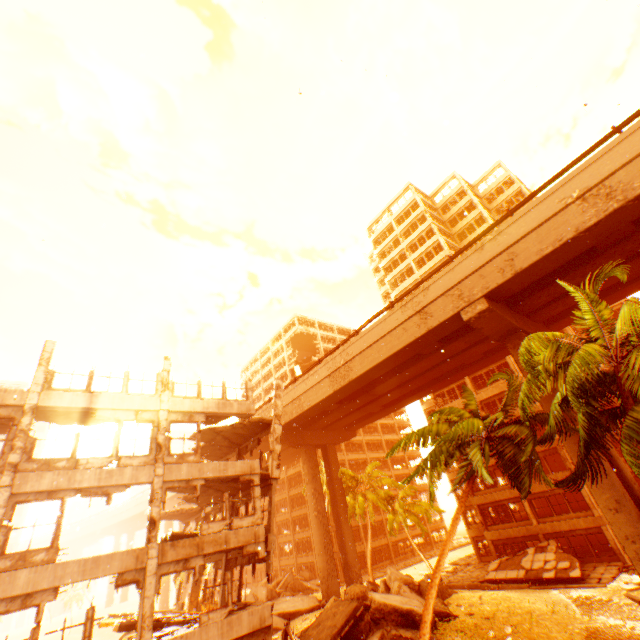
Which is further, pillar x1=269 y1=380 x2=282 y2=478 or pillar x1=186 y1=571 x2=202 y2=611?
pillar x1=186 y1=571 x2=202 y2=611

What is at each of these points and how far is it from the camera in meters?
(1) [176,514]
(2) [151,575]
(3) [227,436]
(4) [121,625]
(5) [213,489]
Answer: (1) floor rubble, 24.6 m
(2) pillar, 12.3 m
(3) floor rubble, 20.9 m
(4) floor rubble, 15.0 m
(5) floor rubble, 19.0 m

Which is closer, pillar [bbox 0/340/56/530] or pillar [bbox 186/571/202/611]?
pillar [bbox 0/340/56/530]

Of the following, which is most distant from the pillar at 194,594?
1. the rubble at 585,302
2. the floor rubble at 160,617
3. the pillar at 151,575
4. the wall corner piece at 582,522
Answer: the wall corner piece at 582,522

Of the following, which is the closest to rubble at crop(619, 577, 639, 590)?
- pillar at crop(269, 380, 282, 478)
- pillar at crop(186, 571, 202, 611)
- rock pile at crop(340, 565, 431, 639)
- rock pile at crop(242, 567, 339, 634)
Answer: rock pile at crop(340, 565, 431, 639)

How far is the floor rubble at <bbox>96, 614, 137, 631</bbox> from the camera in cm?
1507

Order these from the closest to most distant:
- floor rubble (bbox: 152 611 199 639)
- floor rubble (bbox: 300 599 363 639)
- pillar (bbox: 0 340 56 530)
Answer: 1. pillar (bbox: 0 340 56 530)
2. floor rubble (bbox: 152 611 199 639)
3. floor rubble (bbox: 300 599 363 639)

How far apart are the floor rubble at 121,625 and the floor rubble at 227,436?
8.53m
